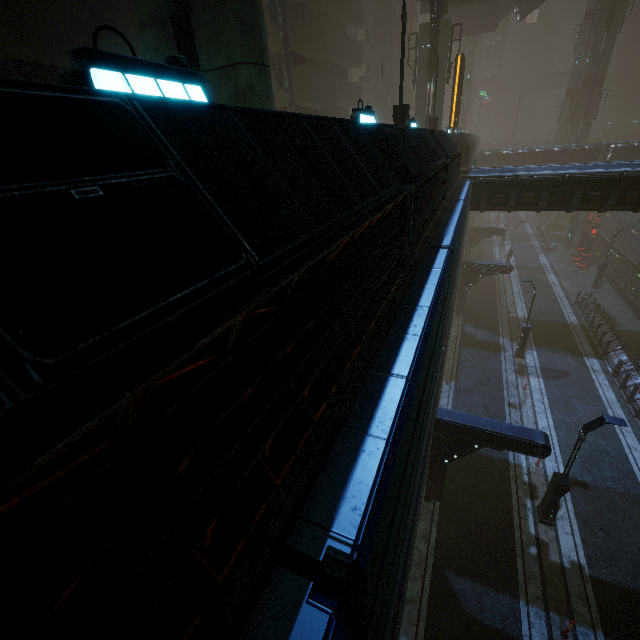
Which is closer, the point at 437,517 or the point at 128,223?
the point at 128,223

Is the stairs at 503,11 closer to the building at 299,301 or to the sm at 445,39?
the sm at 445,39

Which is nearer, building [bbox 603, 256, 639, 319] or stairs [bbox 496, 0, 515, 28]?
building [bbox 603, 256, 639, 319]

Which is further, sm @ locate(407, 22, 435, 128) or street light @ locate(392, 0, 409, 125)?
sm @ locate(407, 22, 435, 128)

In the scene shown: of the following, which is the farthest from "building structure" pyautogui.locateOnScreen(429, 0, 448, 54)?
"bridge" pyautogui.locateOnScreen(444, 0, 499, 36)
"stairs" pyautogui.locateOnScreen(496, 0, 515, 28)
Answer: "stairs" pyautogui.locateOnScreen(496, 0, 515, 28)

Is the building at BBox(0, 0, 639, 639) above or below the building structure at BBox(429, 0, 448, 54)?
below

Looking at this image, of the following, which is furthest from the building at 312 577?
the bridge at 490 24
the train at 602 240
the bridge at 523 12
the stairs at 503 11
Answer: the bridge at 523 12

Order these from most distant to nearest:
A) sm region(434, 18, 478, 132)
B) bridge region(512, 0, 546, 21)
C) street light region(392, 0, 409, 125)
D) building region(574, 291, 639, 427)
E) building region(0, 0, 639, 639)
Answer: bridge region(512, 0, 546, 21), sm region(434, 18, 478, 132), building region(574, 291, 639, 427), street light region(392, 0, 409, 125), building region(0, 0, 639, 639)
